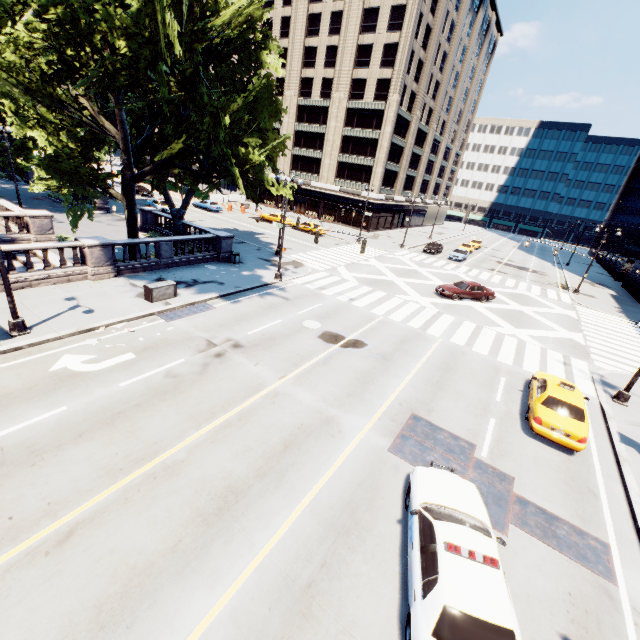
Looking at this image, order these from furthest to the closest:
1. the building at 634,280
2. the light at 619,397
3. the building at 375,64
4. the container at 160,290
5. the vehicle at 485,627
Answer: the building at 375,64
the building at 634,280
the container at 160,290
the light at 619,397
the vehicle at 485,627

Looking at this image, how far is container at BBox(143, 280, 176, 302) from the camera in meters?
17.0

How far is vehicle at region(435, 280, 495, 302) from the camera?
→ 26.6 meters

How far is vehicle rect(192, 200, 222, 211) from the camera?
47.5 meters

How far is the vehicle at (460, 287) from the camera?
26.6m

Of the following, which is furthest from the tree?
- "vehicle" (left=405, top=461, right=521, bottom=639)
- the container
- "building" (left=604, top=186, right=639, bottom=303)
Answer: "building" (left=604, top=186, right=639, bottom=303)

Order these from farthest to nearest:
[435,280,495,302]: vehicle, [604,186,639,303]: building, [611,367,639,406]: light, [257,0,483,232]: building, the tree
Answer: [257,0,483,232]: building < [604,186,639,303]: building < [435,280,495,302]: vehicle < [611,367,639,406]: light < the tree

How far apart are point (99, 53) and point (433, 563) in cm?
2112
